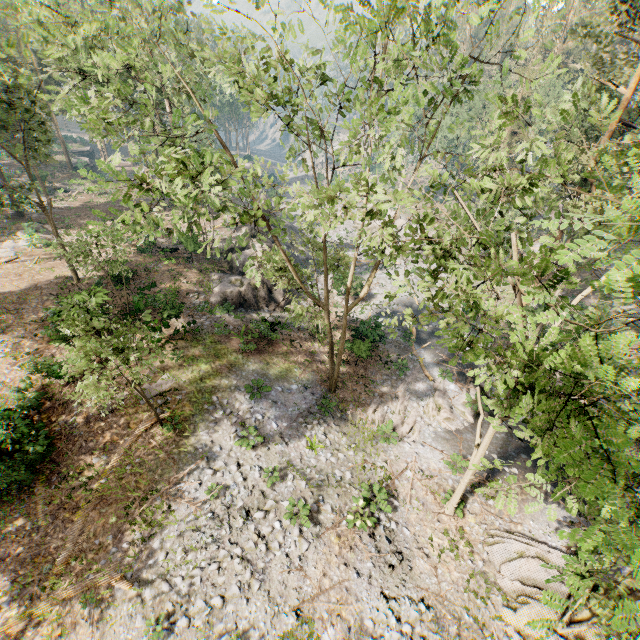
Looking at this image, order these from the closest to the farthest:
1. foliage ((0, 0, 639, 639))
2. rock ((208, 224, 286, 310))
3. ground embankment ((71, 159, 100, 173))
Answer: foliage ((0, 0, 639, 639)) → rock ((208, 224, 286, 310)) → ground embankment ((71, 159, 100, 173))

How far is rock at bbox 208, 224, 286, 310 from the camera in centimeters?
2445cm

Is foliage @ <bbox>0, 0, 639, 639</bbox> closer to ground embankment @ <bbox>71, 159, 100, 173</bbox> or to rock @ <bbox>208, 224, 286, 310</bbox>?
rock @ <bbox>208, 224, 286, 310</bbox>

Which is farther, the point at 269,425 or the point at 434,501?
the point at 269,425

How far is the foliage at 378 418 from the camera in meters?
19.2

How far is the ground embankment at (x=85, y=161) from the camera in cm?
5194
